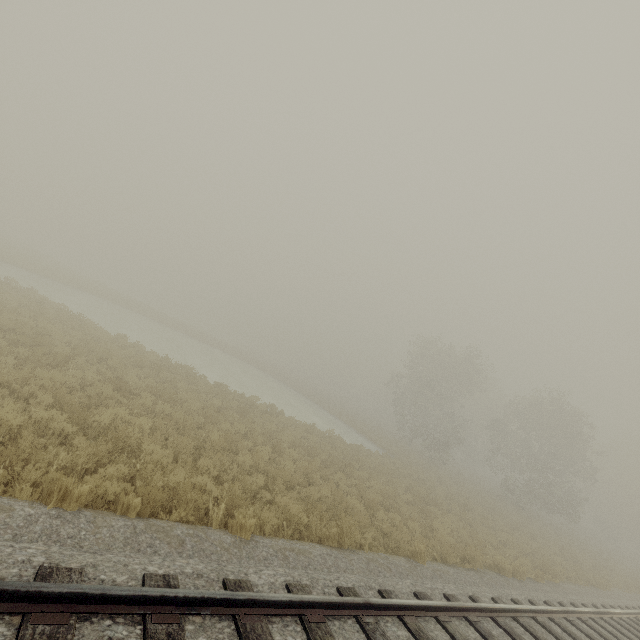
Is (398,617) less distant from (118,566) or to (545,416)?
(118,566)
